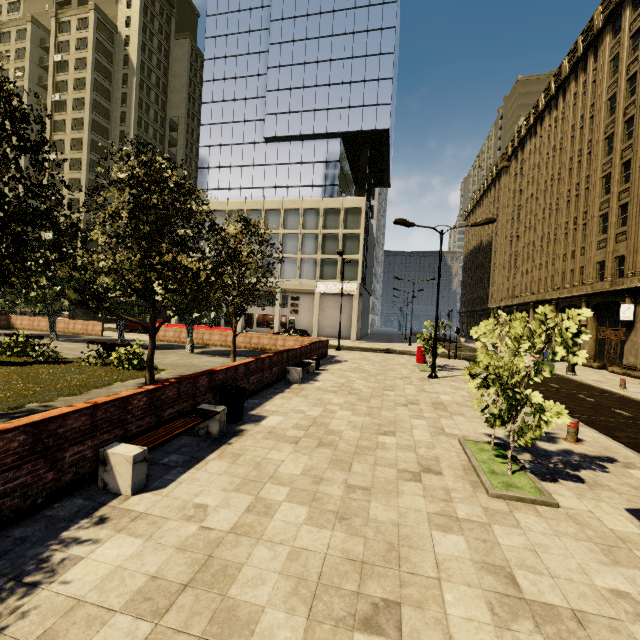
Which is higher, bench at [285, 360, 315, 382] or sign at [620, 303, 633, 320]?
sign at [620, 303, 633, 320]

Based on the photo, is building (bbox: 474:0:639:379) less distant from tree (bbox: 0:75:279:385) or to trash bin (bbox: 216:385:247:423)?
tree (bbox: 0:75:279:385)

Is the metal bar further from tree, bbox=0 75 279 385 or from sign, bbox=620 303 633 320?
sign, bbox=620 303 633 320

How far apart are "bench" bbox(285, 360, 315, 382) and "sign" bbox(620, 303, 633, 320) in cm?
2040

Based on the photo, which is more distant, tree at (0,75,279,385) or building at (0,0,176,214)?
building at (0,0,176,214)

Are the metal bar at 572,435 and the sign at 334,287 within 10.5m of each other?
no

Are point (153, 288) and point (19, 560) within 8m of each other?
yes

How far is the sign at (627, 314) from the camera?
20.6 meters
